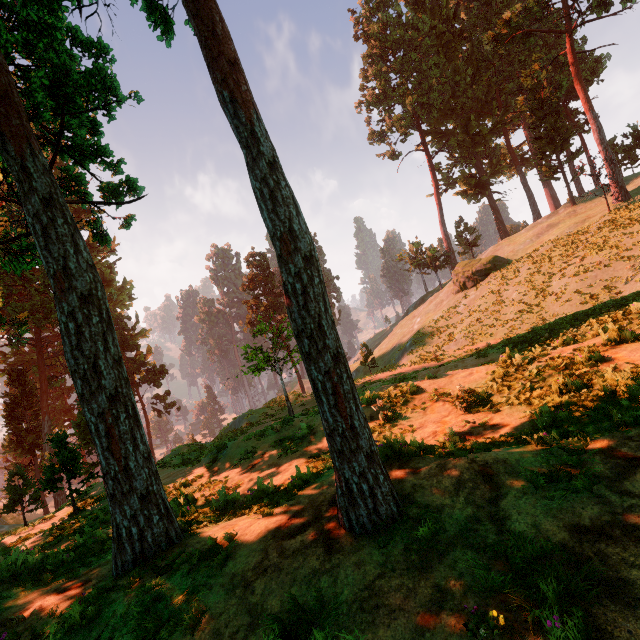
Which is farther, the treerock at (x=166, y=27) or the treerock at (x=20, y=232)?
the treerock at (x=166, y=27)

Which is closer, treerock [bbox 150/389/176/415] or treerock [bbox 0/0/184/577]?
treerock [bbox 0/0/184/577]

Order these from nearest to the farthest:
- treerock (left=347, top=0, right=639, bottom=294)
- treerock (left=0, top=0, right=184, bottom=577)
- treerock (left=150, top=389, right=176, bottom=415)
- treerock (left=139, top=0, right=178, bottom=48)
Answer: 1. treerock (left=0, top=0, right=184, bottom=577)
2. treerock (left=139, top=0, right=178, bottom=48)
3. treerock (left=347, top=0, right=639, bottom=294)
4. treerock (left=150, top=389, right=176, bottom=415)

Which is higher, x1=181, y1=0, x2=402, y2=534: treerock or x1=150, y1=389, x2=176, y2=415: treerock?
x1=181, y1=0, x2=402, y2=534: treerock

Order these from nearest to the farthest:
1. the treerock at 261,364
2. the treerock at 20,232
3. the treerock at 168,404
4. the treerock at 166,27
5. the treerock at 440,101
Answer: the treerock at 261,364 → the treerock at 20,232 → the treerock at 166,27 → the treerock at 440,101 → the treerock at 168,404

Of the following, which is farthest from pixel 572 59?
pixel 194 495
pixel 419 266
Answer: pixel 194 495
